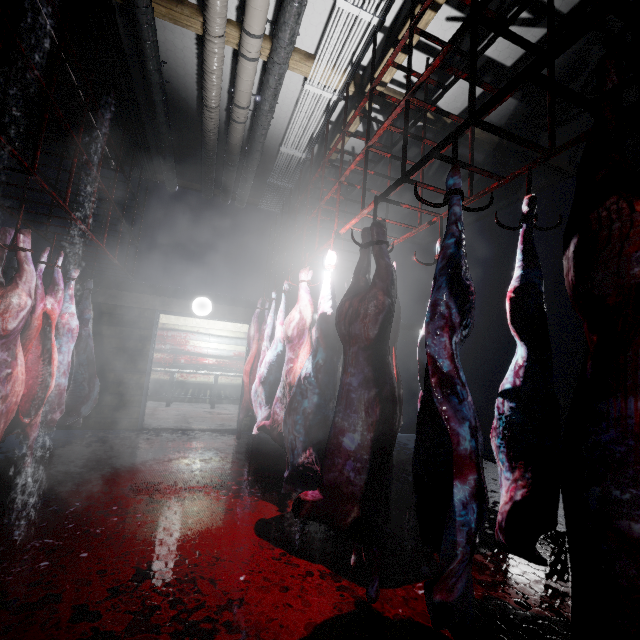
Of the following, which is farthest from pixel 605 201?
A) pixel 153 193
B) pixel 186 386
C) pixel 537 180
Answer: pixel 186 386

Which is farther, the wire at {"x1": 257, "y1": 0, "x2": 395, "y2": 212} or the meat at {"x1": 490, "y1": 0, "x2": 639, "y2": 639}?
the wire at {"x1": 257, "y1": 0, "x2": 395, "y2": 212}

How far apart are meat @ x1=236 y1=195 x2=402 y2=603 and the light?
3.12m

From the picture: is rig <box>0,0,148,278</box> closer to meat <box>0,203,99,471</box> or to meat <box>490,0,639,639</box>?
meat <box>0,203,99,471</box>

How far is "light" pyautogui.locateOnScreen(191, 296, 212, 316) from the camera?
5.2 meters

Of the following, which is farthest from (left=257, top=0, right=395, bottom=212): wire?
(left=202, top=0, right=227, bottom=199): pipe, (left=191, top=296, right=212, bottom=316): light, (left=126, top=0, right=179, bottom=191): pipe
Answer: (left=191, top=296, right=212, bottom=316): light

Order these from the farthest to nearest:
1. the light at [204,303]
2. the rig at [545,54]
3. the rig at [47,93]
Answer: the light at [204,303] < the rig at [47,93] < the rig at [545,54]

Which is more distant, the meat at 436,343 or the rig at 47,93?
the rig at 47,93
